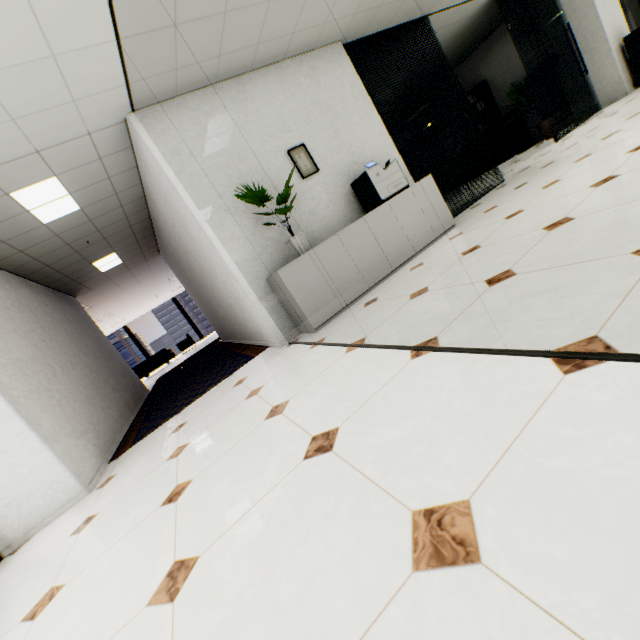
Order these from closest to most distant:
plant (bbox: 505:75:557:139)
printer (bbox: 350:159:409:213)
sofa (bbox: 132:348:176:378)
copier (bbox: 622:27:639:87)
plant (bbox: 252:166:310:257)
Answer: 1. plant (bbox: 252:166:310:257)
2. printer (bbox: 350:159:409:213)
3. copier (bbox: 622:27:639:87)
4. plant (bbox: 505:75:557:139)
5. sofa (bbox: 132:348:176:378)

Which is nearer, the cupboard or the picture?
the cupboard

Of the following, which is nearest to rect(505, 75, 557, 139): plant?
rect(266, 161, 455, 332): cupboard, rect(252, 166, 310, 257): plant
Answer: rect(266, 161, 455, 332): cupboard

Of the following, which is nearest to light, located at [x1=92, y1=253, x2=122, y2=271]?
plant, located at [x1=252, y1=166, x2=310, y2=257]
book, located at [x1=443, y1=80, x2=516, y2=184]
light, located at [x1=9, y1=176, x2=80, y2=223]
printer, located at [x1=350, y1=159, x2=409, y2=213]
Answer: light, located at [x1=9, y1=176, x2=80, y2=223]

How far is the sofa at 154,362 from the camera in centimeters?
1402cm

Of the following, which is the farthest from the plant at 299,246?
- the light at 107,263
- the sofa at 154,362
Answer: the sofa at 154,362

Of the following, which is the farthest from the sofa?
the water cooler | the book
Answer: the water cooler

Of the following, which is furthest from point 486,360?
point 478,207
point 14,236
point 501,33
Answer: point 501,33
